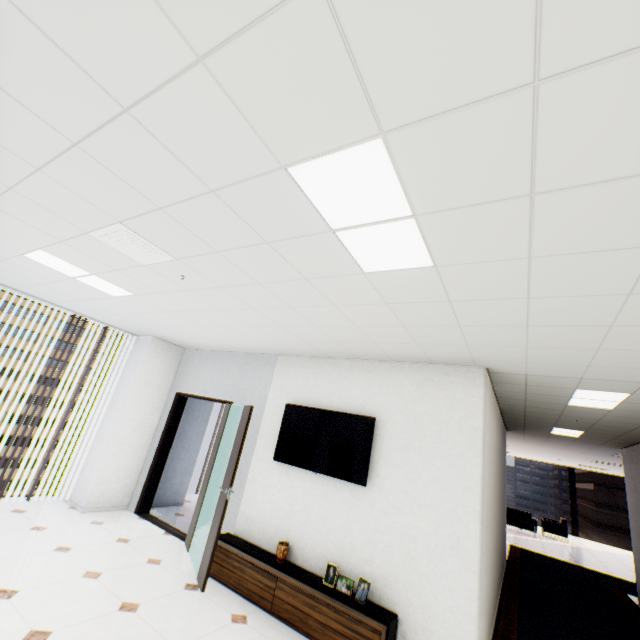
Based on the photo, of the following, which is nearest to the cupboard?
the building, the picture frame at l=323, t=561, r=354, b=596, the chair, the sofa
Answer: the picture frame at l=323, t=561, r=354, b=596

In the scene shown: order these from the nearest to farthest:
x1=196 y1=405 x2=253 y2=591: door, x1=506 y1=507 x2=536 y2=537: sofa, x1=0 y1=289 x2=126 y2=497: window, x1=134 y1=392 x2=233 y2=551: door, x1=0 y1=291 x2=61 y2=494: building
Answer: x1=196 y1=405 x2=253 y2=591: door, x1=134 y1=392 x2=233 y2=551: door, x1=0 y1=289 x2=126 y2=497: window, x1=506 y1=507 x2=536 y2=537: sofa, x1=0 y1=291 x2=61 y2=494: building

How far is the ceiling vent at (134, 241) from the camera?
2.4m

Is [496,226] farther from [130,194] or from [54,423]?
[54,423]

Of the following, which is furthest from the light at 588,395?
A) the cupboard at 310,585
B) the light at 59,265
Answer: the light at 59,265

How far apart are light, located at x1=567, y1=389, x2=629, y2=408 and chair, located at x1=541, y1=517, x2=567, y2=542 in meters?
12.2

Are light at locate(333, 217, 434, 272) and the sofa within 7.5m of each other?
→ no

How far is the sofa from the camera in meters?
12.2
